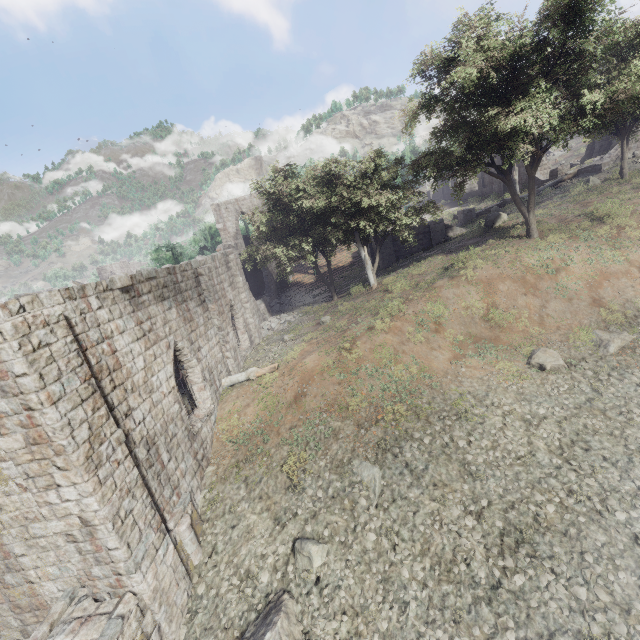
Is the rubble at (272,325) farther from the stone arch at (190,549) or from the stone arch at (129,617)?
the stone arch at (129,617)

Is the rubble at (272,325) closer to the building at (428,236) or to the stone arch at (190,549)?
the building at (428,236)

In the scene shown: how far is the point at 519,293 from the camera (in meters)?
15.51

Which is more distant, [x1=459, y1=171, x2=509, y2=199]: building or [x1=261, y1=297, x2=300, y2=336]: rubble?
[x1=459, y1=171, x2=509, y2=199]: building

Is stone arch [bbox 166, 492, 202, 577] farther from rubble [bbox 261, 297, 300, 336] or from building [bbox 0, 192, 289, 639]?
rubble [bbox 261, 297, 300, 336]

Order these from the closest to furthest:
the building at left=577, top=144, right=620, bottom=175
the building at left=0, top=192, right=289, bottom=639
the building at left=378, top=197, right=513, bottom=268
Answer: the building at left=0, top=192, right=289, bottom=639, the building at left=577, top=144, right=620, bottom=175, the building at left=378, top=197, right=513, bottom=268

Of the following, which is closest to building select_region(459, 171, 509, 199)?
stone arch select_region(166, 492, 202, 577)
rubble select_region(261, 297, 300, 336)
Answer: rubble select_region(261, 297, 300, 336)

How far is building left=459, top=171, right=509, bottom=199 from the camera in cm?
4166
